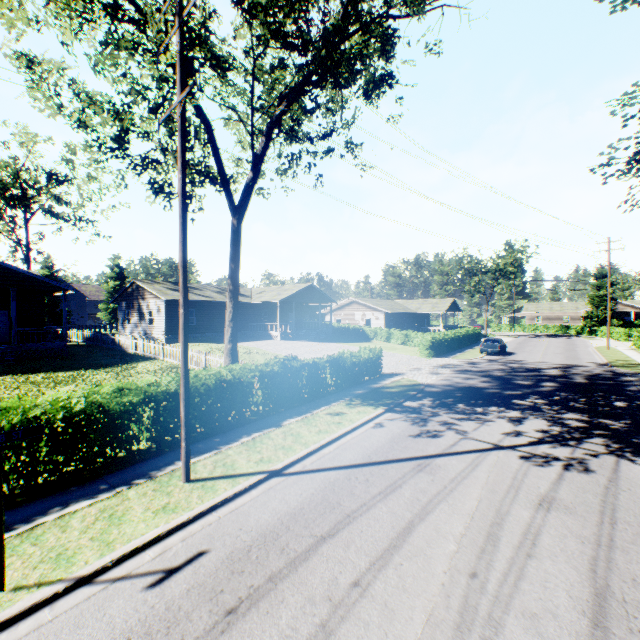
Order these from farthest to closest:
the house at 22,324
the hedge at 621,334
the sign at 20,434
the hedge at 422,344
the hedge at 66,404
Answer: the hedge at 621,334
the hedge at 422,344
the house at 22,324
the hedge at 66,404
the sign at 20,434

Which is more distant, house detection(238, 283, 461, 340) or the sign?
house detection(238, 283, 461, 340)

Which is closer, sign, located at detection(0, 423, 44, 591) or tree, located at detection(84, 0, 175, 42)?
sign, located at detection(0, 423, 44, 591)

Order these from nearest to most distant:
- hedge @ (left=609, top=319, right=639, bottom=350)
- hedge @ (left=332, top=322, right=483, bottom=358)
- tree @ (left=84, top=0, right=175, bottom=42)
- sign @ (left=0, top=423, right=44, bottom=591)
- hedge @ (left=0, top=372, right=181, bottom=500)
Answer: sign @ (left=0, top=423, right=44, bottom=591)
hedge @ (left=0, top=372, right=181, bottom=500)
tree @ (left=84, top=0, right=175, bottom=42)
hedge @ (left=332, top=322, right=483, bottom=358)
hedge @ (left=609, top=319, right=639, bottom=350)

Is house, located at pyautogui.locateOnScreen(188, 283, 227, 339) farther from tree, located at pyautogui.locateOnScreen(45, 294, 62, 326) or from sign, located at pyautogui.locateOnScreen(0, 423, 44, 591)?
sign, located at pyautogui.locateOnScreen(0, 423, 44, 591)

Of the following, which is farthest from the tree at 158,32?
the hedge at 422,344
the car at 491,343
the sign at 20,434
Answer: the hedge at 422,344

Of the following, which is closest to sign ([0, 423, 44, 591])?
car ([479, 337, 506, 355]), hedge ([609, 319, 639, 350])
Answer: car ([479, 337, 506, 355])

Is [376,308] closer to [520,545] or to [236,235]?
[236,235]
